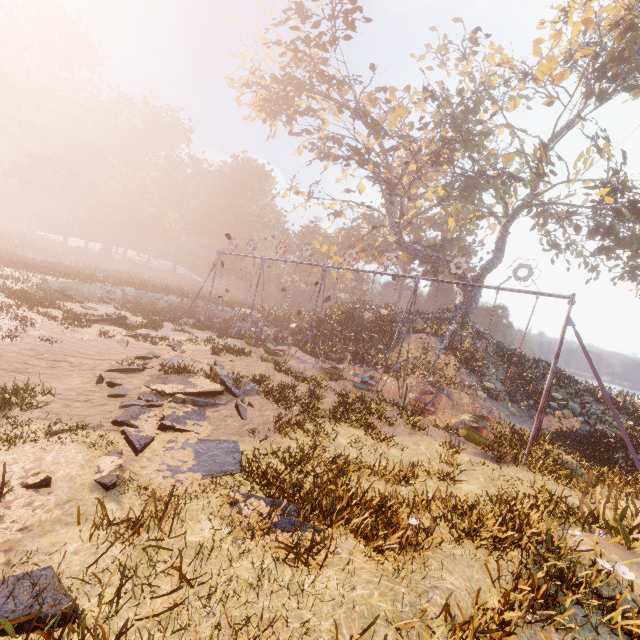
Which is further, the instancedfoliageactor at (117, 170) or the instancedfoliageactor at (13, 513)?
the instancedfoliageactor at (117, 170)

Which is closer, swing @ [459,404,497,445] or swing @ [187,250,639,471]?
swing @ [187,250,639,471]

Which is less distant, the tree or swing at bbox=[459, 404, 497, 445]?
swing at bbox=[459, 404, 497, 445]

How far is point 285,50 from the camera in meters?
26.8

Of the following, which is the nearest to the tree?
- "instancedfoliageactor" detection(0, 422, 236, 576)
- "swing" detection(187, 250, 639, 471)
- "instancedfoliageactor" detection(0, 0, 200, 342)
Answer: "swing" detection(187, 250, 639, 471)

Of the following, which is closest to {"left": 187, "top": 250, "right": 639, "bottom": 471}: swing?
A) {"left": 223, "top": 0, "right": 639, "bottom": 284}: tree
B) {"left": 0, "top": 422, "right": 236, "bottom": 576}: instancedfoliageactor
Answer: {"left": 223, "top": 0, "right": 639, "bottom": 284}: tree

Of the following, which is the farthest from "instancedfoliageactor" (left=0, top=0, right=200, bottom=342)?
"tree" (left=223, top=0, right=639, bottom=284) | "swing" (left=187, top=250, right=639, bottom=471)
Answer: "tree" (left=223, top=0, right=639, bottom=284)

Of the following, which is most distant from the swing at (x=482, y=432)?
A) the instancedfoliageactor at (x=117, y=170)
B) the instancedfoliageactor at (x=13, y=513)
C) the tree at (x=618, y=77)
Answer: the instancedfoliageactor at (x=117, y=170)
